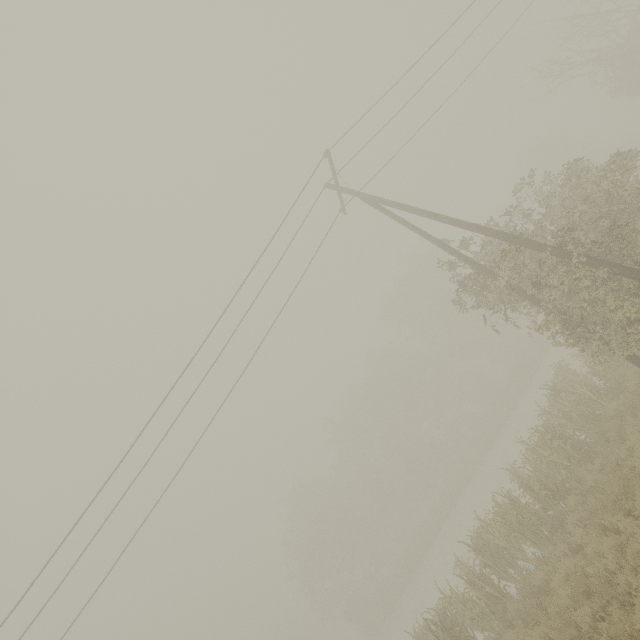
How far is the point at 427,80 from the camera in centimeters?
1338cm

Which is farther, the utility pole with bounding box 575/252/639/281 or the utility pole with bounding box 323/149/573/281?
the utility pole with bounding box 323/149/573/281

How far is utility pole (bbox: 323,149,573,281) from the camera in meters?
8.8 m

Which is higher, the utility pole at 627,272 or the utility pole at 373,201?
the utility pole at 373,201

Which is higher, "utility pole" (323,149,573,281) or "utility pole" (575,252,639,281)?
"utility pole" (323,149,573,281)

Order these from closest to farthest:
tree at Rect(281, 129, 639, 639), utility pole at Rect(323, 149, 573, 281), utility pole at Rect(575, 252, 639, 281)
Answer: utility pole at Rect(575, 252, 639, 281)
utility pole at Rect(323, 149, 573, 281)
tree at Rect(281, 129, 639, 639)

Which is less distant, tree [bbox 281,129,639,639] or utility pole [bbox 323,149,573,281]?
utility pole [bbox 323,149,573,281]

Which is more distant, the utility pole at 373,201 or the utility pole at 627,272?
the utility pole at 373,201
